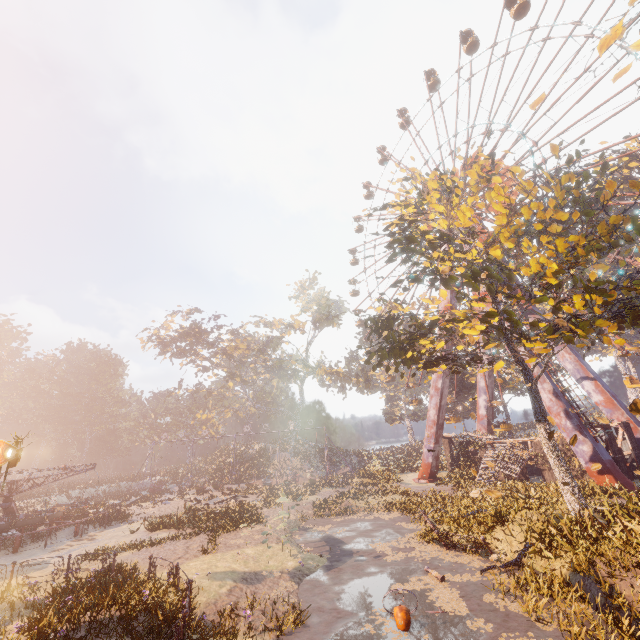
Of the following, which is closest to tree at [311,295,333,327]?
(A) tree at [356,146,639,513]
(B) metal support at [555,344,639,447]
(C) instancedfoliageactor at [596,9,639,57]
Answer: (B) metal support at [555,344,639,447]

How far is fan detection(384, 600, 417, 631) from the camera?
8.68m

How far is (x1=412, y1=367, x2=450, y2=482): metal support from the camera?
30.6m

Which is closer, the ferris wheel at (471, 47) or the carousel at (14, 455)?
the carousel at (14, 455)

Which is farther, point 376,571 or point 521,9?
point 521,9

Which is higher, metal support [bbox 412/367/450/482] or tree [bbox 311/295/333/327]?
tree [bbox 311/295/333/327]

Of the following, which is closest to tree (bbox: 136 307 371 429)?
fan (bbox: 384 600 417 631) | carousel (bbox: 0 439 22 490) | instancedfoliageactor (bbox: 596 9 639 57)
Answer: carousel (bbox: 0 439 22 490)

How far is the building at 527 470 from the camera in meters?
24.4 m
